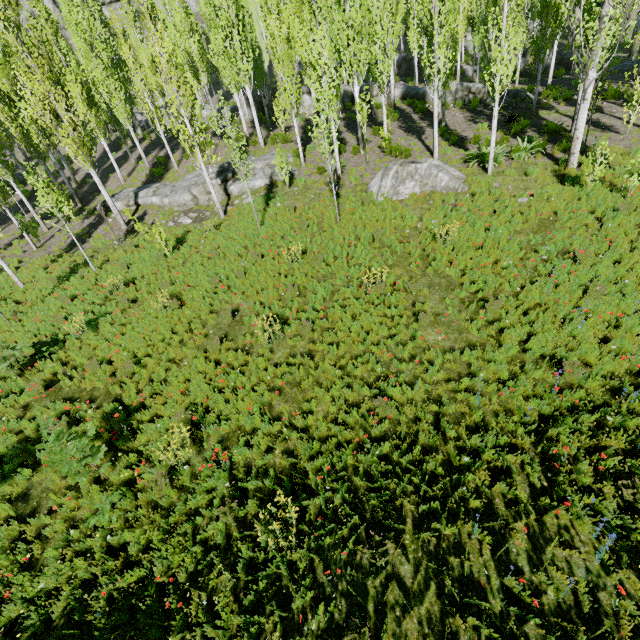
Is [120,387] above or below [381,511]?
above

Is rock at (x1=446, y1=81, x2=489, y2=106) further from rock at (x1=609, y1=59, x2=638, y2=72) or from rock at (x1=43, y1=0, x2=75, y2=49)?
rock at (x1=43, y1=0, x2=75, y2=49)

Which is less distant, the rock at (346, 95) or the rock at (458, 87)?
the rock at (458, 87)

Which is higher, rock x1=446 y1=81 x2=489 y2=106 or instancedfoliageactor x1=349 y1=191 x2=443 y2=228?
rock x1=446 y1=81 x2=489 y2=106

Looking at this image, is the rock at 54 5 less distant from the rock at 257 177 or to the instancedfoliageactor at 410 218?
the instancedfoliageactor at 410 218

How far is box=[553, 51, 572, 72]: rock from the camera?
26.9 meters

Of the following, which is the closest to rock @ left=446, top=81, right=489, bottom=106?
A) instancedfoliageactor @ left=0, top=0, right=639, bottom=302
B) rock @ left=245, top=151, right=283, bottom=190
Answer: instancedfoliageactor @ left=0, top=0, right=639, bottom=302

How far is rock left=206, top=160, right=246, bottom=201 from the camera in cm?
1728
